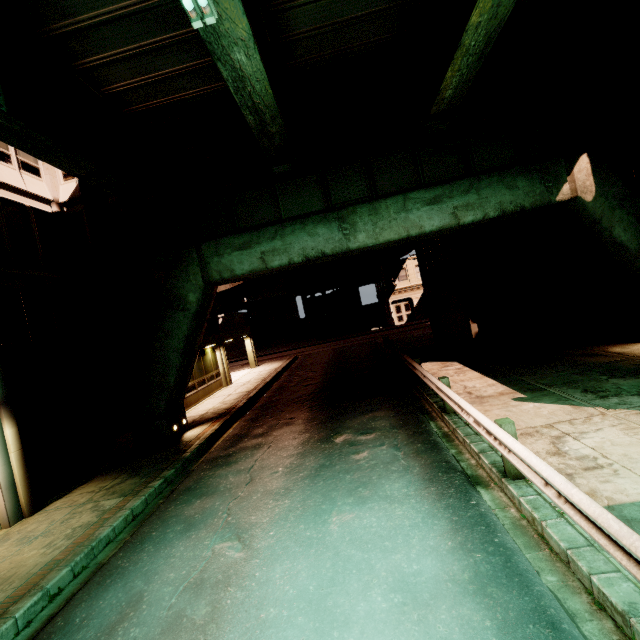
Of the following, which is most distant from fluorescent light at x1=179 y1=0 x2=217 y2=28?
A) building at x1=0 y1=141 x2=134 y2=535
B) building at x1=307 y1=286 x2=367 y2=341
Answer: building at x1=307 y1=286 x2=367 y2=341

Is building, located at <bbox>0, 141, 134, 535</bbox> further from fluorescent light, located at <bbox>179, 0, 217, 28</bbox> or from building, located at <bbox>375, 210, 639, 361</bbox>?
building, located at <bbox>375, 210, 639, 361</bbox>

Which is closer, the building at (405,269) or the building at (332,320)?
the building at (405,269)

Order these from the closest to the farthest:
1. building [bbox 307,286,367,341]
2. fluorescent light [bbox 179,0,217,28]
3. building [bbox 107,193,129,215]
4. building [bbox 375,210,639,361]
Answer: fluorescent light [bbox 179,0,217,28], building [bbox 375,210,639,361], building [bbox 107,193,129,215], building [bbox 307,286,367,341]

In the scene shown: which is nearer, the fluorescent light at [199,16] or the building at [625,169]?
the fluorescent light at [199,16]

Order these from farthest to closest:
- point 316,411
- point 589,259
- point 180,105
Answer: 1. point 589,259
2. point 316,411
3. point 180,105

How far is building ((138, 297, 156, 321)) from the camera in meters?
15.2
